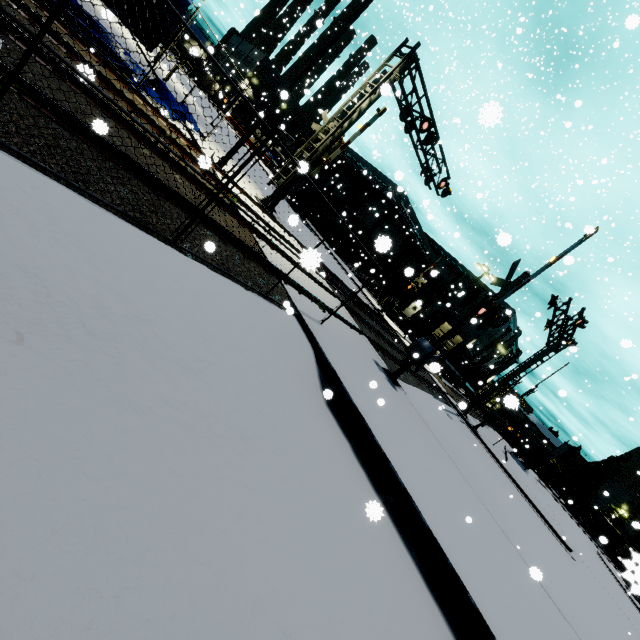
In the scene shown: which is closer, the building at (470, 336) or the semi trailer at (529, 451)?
the semi trailer at (529, 451)

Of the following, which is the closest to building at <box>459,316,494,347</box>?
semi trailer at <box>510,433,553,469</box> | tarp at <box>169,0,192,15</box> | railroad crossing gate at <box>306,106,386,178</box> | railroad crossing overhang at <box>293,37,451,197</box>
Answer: semi trailer at <box>510,433,553,469</box>

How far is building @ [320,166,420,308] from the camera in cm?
3872

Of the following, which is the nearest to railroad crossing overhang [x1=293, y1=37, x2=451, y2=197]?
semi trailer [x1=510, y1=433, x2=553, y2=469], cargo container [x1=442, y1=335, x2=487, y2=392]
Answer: semi trailer [x1=510, y1=433, x2=553, y2=469]

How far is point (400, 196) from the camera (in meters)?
37.22

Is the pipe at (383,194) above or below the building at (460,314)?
above

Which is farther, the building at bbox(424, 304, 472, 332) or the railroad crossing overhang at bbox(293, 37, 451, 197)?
the building at bbox(424, 304, 472, 332)
